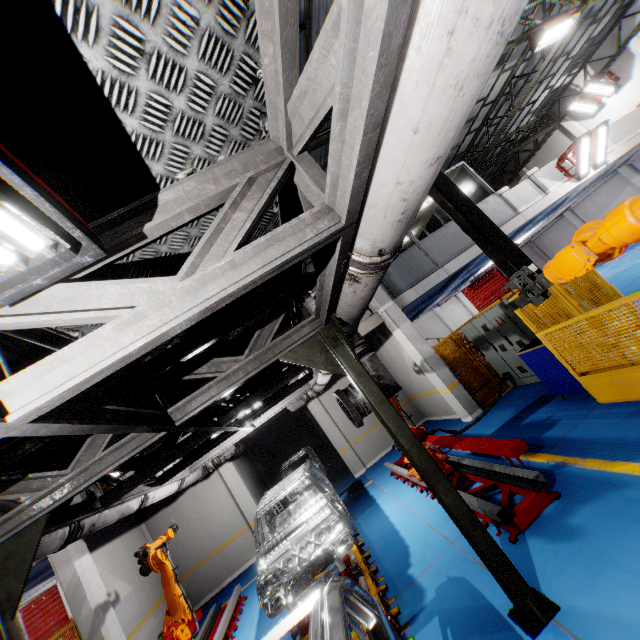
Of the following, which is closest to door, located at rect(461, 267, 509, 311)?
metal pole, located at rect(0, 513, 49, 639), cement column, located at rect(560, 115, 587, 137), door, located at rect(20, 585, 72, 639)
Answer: cement column, located at rect(560, 115, 587, 137)

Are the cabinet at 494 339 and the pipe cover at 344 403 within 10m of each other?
yes

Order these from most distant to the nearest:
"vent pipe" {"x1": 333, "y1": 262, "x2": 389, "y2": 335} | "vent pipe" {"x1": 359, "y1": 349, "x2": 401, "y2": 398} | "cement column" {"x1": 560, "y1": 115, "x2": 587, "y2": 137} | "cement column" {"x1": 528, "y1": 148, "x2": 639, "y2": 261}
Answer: "cement column" {"x1": 560, "y1": 115, "x2": 587, "y2": 137}
"cement column" {"x1": 528, "y1": 148, "x2": 639, "y2": 261}
"vent pipe" {"x1": 359, "y1": 349, "x2": 401, "y2": 398}
"vent pipe" {"x1": 333, "y1": 262, "x2": 389, "y2": 335}

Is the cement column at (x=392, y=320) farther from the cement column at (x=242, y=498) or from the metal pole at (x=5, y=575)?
the metal pole at (x=5, y=575)

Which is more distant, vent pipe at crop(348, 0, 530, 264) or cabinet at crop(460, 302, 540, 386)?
cabinet at crop(460, 302, 540, 386)

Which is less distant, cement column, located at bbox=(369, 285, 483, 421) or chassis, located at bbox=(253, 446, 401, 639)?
chassis, located at bbox=(253, 446, 401, 639)

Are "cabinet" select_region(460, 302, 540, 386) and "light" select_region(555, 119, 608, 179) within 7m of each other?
no

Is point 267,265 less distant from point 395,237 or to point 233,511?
point 395,237
